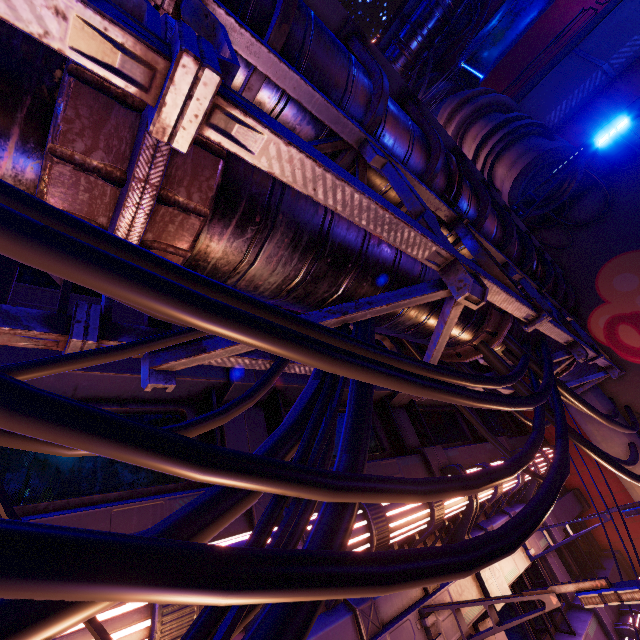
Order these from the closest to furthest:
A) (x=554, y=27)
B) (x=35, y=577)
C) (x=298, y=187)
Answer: (x=35, y=577)
(x=298, y=187)
(x=554, y=27)

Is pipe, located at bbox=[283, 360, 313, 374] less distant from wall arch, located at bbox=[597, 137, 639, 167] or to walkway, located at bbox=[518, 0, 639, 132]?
wall arch, located at bbox=[597, 137, 639, 167]

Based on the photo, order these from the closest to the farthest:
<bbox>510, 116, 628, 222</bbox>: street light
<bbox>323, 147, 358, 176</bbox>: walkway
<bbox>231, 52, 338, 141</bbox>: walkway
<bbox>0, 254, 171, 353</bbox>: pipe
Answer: <bbox>0, 254, 171, 353</bbox>: pipe → <bbox>231, 52, 338, 141</bbox>: walkway → <bbox>323, 147, 358, 176</bbox>: walkway → <bbox>510, 116, 628, 222</bbox>: street light

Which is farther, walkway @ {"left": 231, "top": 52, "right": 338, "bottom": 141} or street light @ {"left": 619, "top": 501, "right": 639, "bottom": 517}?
street light @ {"left": 619, "top": 501, "right": 639, "bottom": 517}

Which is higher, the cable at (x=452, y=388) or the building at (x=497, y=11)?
the building at (x=497, y=11)

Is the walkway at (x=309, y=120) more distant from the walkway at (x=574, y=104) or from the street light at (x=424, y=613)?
the walkway at (x=574, y=104)

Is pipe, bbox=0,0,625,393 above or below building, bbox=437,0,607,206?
below

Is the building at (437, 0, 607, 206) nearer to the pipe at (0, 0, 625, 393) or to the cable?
the pipe at (0, 0, 625, 393)
